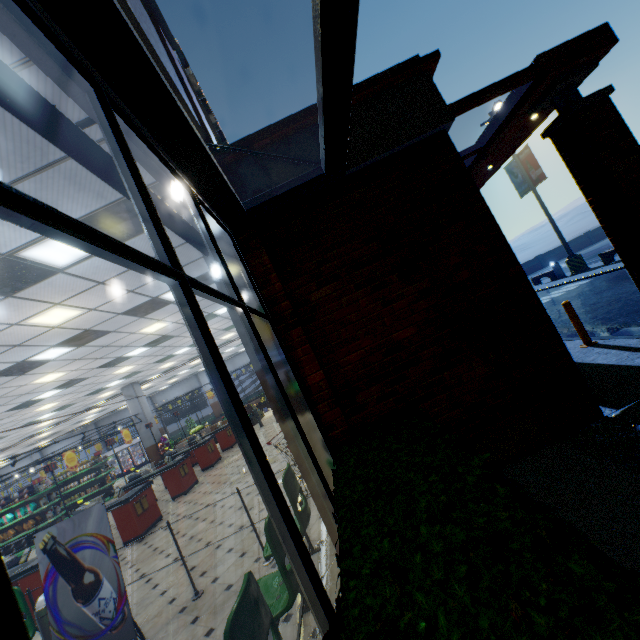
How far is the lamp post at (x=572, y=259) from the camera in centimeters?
1653cm

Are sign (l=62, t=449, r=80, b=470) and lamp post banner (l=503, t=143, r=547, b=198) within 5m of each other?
no

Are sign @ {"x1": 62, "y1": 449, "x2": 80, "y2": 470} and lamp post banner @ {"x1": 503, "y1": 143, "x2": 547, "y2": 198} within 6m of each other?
no

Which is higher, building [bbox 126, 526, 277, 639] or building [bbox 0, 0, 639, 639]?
building [bbox 0, 0, 639, 639]

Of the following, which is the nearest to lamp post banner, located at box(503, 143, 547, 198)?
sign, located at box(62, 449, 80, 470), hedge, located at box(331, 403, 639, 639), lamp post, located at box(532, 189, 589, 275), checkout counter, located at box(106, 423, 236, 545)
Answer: lamp post, located at box(532, 189, 589, 275)

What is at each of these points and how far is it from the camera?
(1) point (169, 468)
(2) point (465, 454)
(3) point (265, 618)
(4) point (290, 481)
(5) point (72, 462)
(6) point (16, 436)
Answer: (1) checkout counter, 9.7m
(2) hedge, 2.1m
(3) chair, 1.8m
(4) chair, 3.4m
(5) sign, 12.1m
(6) building, 16.6m

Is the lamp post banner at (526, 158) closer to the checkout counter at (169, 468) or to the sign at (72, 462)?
the checkout counter at (169, 468)

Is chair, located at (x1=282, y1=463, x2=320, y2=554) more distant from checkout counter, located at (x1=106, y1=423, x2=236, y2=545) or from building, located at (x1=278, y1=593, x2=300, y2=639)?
checkout counter, located at (x1=106, y1=423, x2=236, y2=545)
